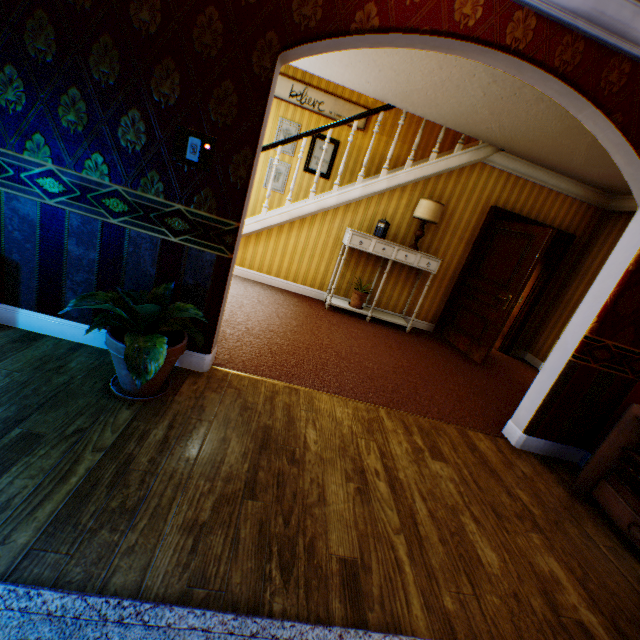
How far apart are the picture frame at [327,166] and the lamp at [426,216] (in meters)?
2.30

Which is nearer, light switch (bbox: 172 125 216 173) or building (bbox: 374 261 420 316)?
light switch (bbox: 172 125 216 173)

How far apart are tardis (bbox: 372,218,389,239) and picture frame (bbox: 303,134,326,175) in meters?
2.1 m

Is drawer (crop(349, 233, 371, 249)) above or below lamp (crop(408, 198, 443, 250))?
below

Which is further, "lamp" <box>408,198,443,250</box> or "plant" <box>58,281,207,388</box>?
"lamp" <box>408,198,443,250</box>

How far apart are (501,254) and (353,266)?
2.4m

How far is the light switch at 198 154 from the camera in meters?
2.1 m

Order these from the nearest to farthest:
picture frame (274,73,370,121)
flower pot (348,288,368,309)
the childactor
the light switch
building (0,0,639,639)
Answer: building (0,0,639,639) < the light switch < the childactor < flower pot (348,288,368,309) < picture frame (274,73,370,121)
